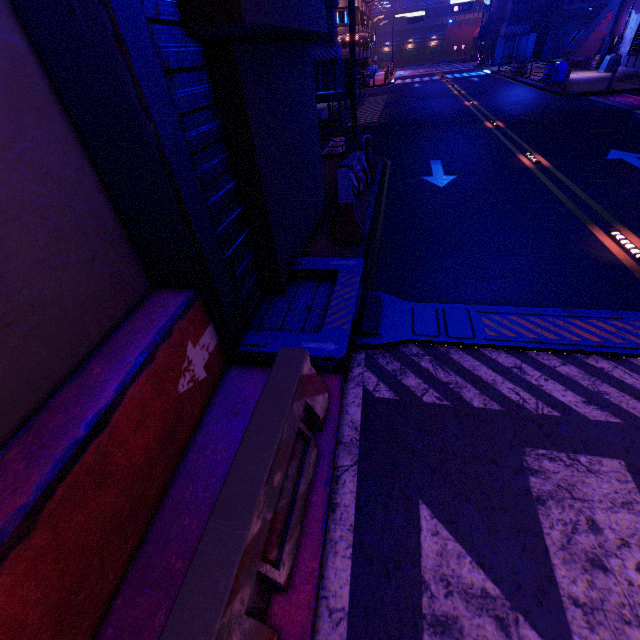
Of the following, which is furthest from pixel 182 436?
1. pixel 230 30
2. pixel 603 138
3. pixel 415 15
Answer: pixel 415 15

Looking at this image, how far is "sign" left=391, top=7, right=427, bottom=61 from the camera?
50.92m

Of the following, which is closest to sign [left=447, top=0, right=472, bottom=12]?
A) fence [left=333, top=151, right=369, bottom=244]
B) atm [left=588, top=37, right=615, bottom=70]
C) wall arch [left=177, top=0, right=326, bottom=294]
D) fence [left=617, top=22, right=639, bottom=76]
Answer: atm [left=588, top=37, right=615, bottom=70]

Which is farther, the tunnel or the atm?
the atm

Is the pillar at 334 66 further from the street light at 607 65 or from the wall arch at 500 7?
the wall arch at 500 7

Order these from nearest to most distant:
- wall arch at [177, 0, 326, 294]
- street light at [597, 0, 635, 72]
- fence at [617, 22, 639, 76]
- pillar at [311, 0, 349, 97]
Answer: wall arch at [177, 0, 326, 294], fence at [617, 22, 639, 76], street light at [597, 0, 635, 72], pillar at [311, 0, 349, 97]

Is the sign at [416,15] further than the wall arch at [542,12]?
Yes

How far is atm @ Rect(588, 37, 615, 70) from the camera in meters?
24.6
